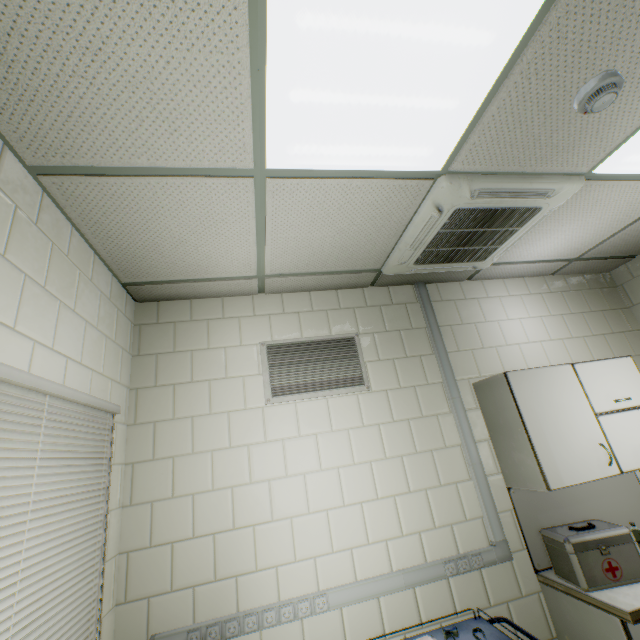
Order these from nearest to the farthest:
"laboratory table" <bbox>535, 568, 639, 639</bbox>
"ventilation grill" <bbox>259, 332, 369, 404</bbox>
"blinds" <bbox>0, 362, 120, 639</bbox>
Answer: "blinds" <bbox>0, 362, 120, 639</bbox> < "laboratory table" <bbox>535, 568, 639, 639</bbox> < "ventilation grill" <bbox>259, 332, 369, 404</bbox>

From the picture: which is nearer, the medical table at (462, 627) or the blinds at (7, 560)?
the blinds at (7, 560)

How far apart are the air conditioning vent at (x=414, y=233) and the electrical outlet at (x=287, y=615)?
2.3 meters

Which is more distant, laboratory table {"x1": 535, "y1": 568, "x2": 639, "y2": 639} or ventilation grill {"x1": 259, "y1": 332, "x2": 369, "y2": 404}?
ventilation grill {"x1": 259, "y1": 332, "x2": 369, "y2": 404}

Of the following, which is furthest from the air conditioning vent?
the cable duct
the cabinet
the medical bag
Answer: the medical bag

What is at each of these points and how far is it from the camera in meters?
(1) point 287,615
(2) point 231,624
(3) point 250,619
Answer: (1) electrical outlet, 1.9 m
(2) electrical outlet, 1.9 m
(3) electrical outlet, 1.9 m

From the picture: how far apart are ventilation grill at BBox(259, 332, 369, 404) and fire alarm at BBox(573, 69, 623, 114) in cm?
189

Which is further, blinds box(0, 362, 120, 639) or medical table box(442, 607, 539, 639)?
medical table box(442, 607, 539, 639)
